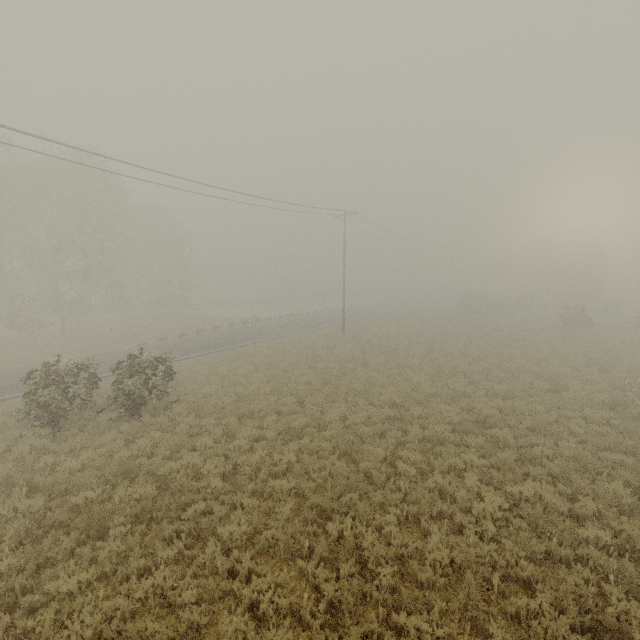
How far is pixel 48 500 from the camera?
8.4 meters

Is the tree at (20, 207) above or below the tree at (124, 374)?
above

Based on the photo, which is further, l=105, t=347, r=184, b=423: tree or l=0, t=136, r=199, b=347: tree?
l=0, t=136, r=199, b=347: tree

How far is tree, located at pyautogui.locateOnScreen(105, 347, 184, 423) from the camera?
12.8 meters

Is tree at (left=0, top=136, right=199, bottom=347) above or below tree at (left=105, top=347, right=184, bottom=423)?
above

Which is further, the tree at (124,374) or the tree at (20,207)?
the tree at (20,207)
